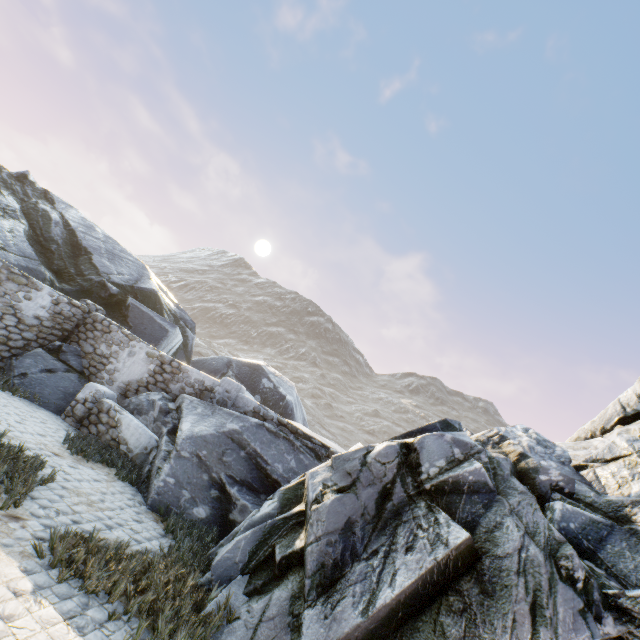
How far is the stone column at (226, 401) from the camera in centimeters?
973cm

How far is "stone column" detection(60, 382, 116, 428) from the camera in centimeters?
911cm

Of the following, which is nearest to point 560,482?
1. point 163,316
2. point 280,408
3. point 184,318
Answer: point 280,408

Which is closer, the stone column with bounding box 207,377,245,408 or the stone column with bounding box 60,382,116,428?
the stone column with bounding box 60,382,116,428

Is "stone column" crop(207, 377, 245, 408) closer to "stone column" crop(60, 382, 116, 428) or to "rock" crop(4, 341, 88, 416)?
"rock" crop(4, 341, 88, 416)

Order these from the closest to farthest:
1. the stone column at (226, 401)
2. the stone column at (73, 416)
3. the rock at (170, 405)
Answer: the rock at (170, 405) → the stone column at (73, 416) → the stone column at (226, 401)

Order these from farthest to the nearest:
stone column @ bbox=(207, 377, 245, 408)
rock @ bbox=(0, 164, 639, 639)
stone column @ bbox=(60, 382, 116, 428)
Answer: stone column @ bbox=(207, 377, 245, 408) → stone column @ bbox=(60, 382, 116, 428) → rock @ bbox=(0, 164, 639, 639)

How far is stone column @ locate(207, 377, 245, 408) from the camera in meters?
9.7
